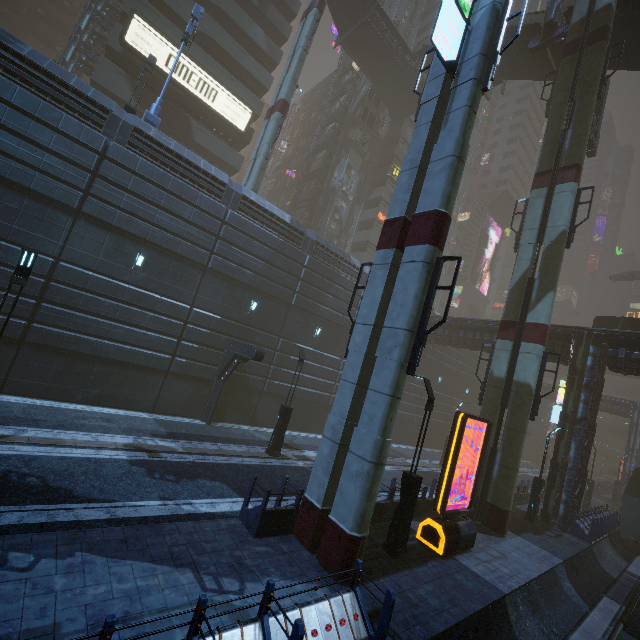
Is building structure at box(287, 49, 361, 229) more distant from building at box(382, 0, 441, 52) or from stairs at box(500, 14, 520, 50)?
stairs at box(500, 14, 520, 50)

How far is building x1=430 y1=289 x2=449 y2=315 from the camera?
54.5m

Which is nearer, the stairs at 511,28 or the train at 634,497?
the train at 634,497

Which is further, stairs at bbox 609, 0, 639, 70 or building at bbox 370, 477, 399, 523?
stairs at bbox 609, 0, 639, 70

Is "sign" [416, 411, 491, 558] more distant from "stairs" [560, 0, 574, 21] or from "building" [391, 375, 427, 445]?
"stairs" [560, 0, 574, 21]

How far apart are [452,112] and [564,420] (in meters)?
19.57

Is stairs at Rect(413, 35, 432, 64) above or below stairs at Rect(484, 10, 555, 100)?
above

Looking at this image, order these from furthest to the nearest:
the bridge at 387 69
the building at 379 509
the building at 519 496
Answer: the bridge at 387 69 < the building at 519 496 < the building at 379 509
